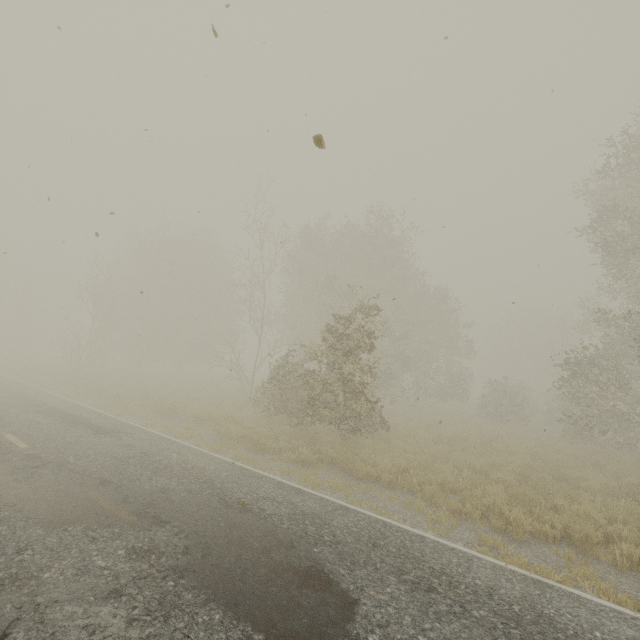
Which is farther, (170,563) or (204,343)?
(204,343)
